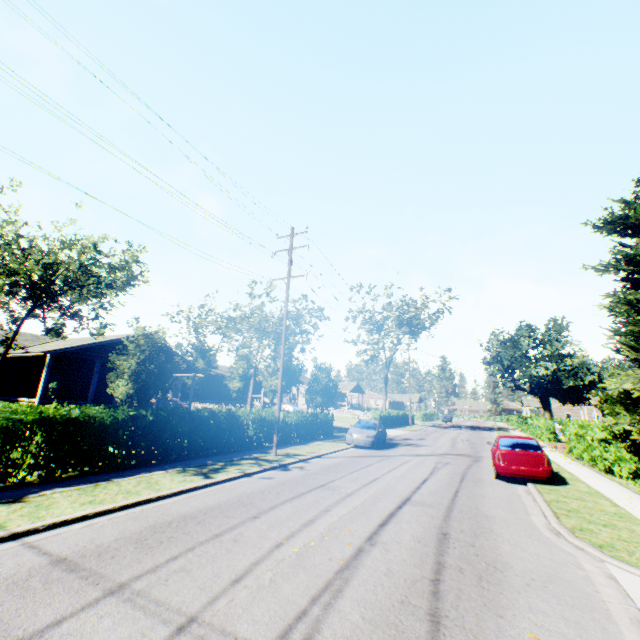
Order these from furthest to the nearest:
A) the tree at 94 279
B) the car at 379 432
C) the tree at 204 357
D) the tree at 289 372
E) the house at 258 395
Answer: the house at 258 395 → the tree at 204 357 → the tree at 289 372 → the car at 379 432 → the tree at 94 279

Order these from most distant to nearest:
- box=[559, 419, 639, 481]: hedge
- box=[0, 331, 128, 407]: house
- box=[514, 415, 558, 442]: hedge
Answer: box=[514, 415, 558, 442]: hedge
box=[0, 331, 128, 407]: house
box=[559, 419, 639, 481]: hedge

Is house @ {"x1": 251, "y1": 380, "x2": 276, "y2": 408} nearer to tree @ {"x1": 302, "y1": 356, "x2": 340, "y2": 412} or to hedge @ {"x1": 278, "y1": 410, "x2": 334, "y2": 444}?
tree @ {"x1": 302, "y1": 356, "x2": 340, "y2": 412}

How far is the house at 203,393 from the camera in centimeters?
4247cm

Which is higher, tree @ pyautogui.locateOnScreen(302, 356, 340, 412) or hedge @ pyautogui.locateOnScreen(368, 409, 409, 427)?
tree @ pyautogui.locateOnScreen(302, 356, 340, 412)

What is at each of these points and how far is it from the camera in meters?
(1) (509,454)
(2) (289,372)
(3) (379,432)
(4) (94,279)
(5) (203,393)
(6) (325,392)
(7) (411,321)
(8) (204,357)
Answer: (1) car, 12.0 m
(2) tree, 31.6 m
(3) car, 20.9 m
(4) tree, 33.6 m
(5) house, 42.3 m
(6) tree, 29.9 m
(7) tree, 48.2 m
(8) tree, 37.1 m

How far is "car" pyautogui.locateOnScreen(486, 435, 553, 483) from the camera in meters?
11.5 m

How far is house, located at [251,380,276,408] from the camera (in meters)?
45.78
